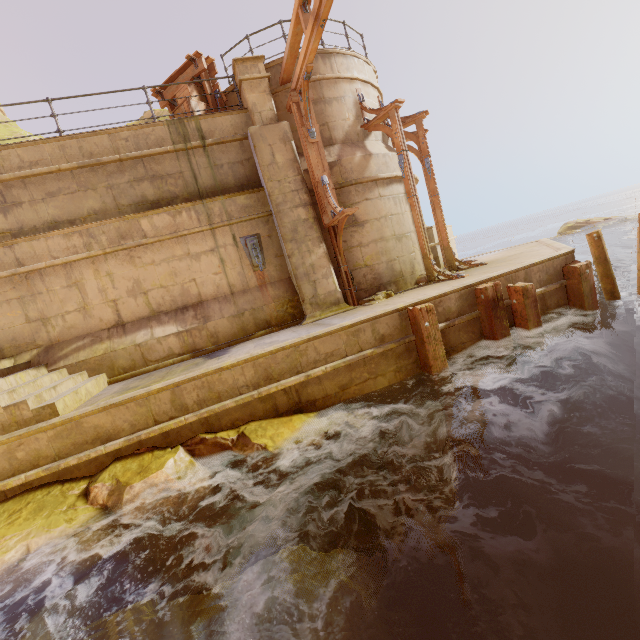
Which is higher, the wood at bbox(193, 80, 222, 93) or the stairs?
the wood at bbox(193, 80, 222, 93)

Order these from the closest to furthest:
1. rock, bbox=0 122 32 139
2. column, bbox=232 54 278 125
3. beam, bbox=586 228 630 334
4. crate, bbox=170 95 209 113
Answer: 1. beam, bbox=586 228 630 334
2. column, bbox=232 54 278 125
3. crate, bbox=170 95 209 113
4. rock, bbox=0 122 32 139

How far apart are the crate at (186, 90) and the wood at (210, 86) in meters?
0.0

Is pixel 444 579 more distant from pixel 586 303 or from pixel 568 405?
pixel 586 303

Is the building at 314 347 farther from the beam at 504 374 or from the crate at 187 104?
the crate at 187 104

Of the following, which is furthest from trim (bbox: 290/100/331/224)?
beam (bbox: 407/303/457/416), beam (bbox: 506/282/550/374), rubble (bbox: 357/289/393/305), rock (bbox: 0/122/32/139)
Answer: rock (bbox: 0/122/32/139)

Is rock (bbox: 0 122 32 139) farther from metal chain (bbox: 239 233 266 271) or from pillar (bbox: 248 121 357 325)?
metal chain (bbox: 239 233 266 271)

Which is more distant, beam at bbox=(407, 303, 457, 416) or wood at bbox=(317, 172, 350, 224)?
wood at bbox=(317, 172, 350, 224)
